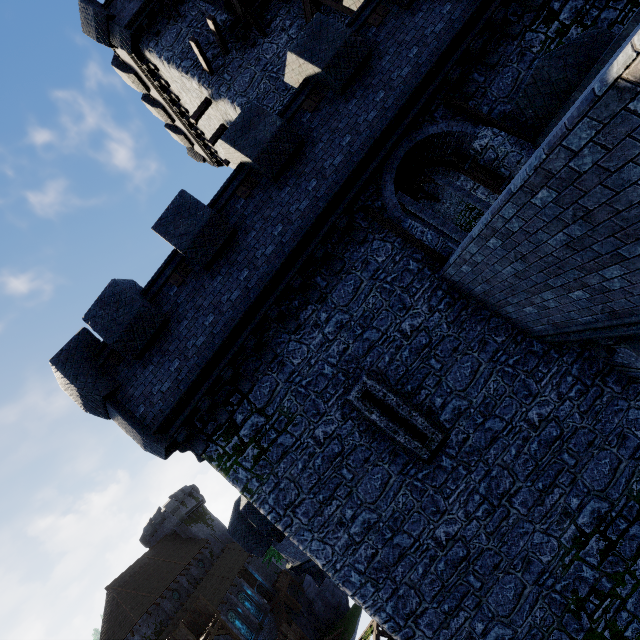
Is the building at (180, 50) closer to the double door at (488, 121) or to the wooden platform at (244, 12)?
the wooden platform at (244, 12)

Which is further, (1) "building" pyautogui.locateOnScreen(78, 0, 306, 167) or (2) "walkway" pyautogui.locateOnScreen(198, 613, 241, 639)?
(2) "walkway" pyautogui.locateOnScreen(198, 613, 241, 639)

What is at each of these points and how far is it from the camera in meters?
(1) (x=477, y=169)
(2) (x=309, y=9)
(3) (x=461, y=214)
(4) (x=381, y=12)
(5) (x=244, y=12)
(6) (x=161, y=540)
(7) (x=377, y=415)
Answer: (1) double door, 9.3 m
(2) wooden platform, 14.3 m
(3) building tower, 24.0 m
(4) wooden platform, 8.8 m
(5) wooden platform, 14.7 m
(6) building, 47.0 m
(7) window slit, 7.8 m

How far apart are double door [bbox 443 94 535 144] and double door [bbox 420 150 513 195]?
0.7 meters

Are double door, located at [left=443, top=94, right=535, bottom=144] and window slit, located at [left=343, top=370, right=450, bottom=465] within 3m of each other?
no

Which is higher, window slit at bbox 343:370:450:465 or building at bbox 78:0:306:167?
building at bbox 78:0:306:167

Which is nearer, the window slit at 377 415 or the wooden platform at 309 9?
the window slit at 377 415

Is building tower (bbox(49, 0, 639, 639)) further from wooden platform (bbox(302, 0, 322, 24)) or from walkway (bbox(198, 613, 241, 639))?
walkway (bbox(198, 613, 241, 639))
